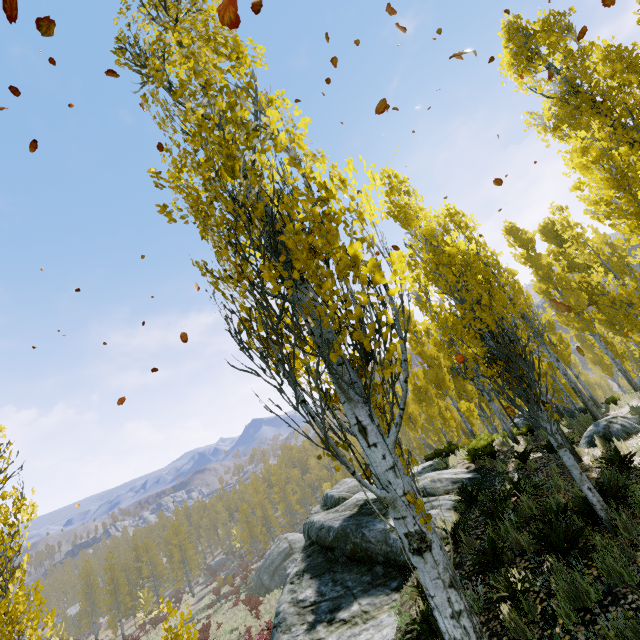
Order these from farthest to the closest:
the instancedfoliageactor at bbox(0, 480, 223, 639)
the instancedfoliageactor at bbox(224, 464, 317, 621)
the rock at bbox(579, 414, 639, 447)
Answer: the instancedfoliageactor at bbox(224, 464, 317, 621)
the rock at bbox(579, 414, 639, 447)
the instancedfoliageactor at bbox(0, 480, 223, 639)

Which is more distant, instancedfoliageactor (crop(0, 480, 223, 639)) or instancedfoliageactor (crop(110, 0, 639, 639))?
instancedfoliageactor (crop(0, 480, 223, 639))

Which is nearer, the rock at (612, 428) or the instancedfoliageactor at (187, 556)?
the instancedfoliageactor at (187, 556)

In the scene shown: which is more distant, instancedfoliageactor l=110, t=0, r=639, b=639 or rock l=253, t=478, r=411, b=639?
rock l=253, t=478, r=411, b=639

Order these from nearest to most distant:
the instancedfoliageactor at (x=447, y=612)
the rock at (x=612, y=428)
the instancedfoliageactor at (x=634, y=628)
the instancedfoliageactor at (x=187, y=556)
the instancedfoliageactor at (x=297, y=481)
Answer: the instancedfoliageactor at (x=447, y=612) < the instancedfoliageactor at (x=634, y=628) < the instancedfoliageactor at (x=187, y=556) < the rock at (x=612, y=428) < the instancedfoliageactor at (x=297, y=481)

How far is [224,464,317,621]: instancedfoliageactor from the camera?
36.97m

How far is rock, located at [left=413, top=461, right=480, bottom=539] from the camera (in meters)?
8.77

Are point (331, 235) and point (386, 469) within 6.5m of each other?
yes
